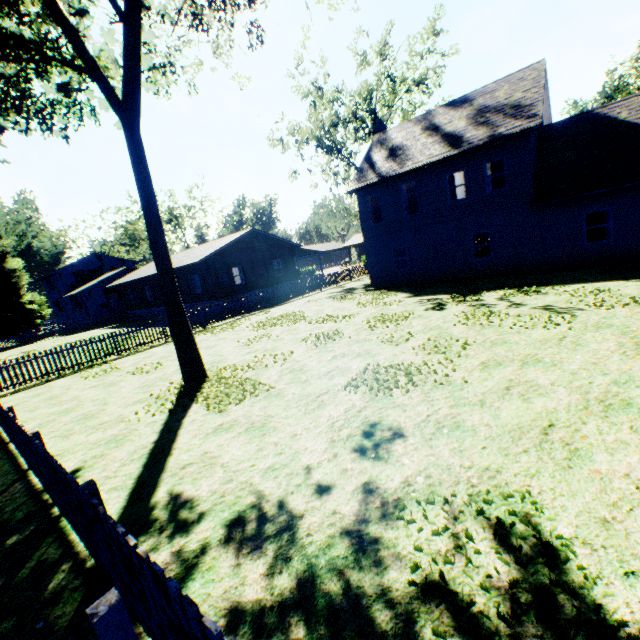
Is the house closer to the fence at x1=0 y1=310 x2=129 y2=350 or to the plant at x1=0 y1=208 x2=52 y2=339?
the fence at x1=0 y1=310 x2=129 y2=350

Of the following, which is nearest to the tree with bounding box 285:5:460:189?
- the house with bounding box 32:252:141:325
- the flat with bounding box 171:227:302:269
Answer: the flat with bounding box 171:227:302:269

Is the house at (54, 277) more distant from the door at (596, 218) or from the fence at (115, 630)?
the door at (596, 218)

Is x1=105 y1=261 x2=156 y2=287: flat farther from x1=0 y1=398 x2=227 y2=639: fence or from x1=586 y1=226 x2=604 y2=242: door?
x1=586 y1=226 x2=604 y2=242: door

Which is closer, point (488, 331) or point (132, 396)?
point (488, 331)

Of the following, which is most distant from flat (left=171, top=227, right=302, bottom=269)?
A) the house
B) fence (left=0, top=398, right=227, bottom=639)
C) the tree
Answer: the tree

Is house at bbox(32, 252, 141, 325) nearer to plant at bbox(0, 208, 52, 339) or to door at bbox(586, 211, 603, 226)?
plant at bbox(0, 208, 52, 339)

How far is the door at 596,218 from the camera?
21.3m
